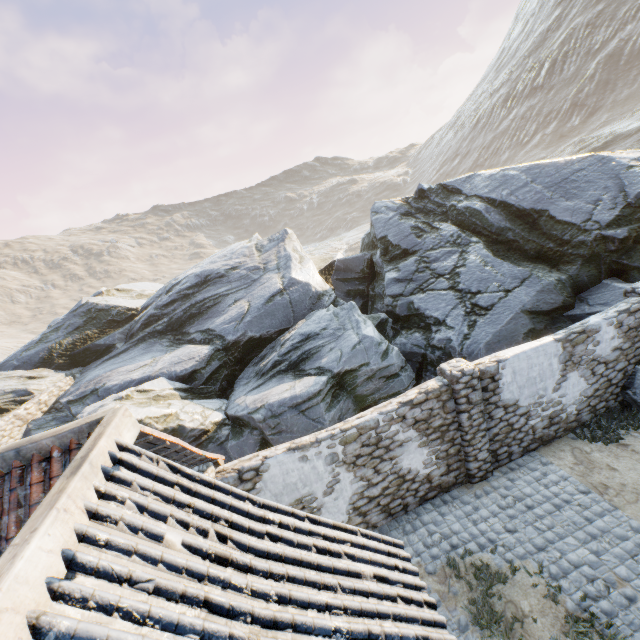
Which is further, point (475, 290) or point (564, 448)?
point (475, 290)

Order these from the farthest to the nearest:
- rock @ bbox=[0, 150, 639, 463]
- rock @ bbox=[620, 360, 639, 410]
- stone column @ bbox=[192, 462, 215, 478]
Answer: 1. rock @ bbox=[0, 150, 639, 463]
2. rock @ bbox=[620, 360, 639, 410]
3. stone column @ bbox=[192, 462, 215, 478]

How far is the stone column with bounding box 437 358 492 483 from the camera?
7.4 meters

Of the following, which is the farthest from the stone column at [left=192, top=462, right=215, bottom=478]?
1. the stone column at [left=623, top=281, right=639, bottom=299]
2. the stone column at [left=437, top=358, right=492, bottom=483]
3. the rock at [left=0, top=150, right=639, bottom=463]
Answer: the stone column at [left=623, top=281, right=639, bottom=299]

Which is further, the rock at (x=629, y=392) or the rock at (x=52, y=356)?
the rock at (x=52, y=356)

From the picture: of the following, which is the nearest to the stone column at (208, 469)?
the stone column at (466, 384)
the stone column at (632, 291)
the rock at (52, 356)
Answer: the rock at (52, 356)

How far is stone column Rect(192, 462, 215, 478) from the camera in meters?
6.5
